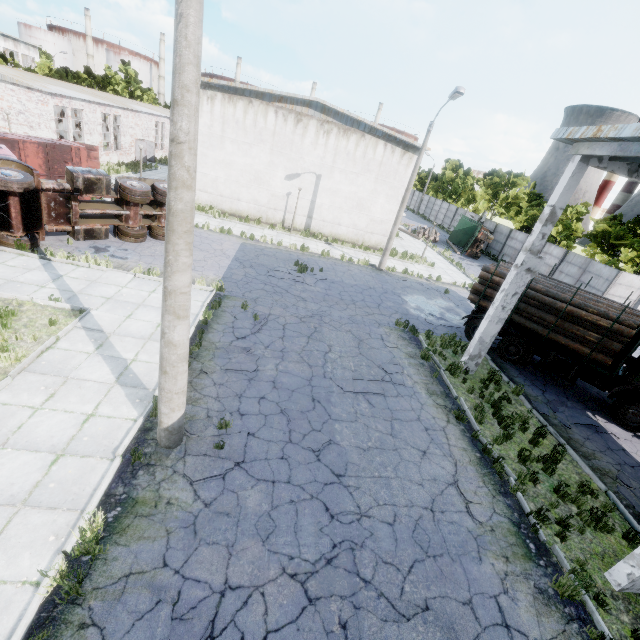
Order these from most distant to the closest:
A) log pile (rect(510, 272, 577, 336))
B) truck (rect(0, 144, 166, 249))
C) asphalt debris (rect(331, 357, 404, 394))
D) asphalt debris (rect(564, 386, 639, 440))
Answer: log pile (rect(510, 272, 577, 336)) → truck (rect(0, 144, 166, 249)) → asphalt debris (rect(564, 386, 639, 440)) → asphalt debris (rect(331, 357, 404, 394))

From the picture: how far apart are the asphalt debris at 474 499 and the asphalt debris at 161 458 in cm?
645

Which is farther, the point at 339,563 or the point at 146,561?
the point at 339,563

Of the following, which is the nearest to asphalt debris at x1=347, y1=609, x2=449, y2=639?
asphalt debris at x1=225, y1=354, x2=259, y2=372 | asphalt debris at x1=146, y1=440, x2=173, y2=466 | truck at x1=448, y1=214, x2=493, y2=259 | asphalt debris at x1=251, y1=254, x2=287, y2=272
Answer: asphalt debris at x1=146, y1=440, x2=173, y2=466

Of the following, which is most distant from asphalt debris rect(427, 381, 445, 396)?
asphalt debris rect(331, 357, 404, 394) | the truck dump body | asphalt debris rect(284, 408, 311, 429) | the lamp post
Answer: the truck dump body

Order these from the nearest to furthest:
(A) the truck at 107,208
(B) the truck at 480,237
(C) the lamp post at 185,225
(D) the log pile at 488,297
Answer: (C) the lamp post at 185,225 < (A) the truck at 107,208 < (D) the log pile at 488,297 < (B) the truck at 480,237

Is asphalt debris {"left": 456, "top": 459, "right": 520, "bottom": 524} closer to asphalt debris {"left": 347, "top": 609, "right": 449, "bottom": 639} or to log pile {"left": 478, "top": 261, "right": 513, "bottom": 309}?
asphalt debris {"left": 347, "top": 609, "right": 449, "bottom": 639}

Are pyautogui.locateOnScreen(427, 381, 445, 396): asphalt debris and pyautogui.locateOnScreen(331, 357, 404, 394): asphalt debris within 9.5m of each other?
yes
